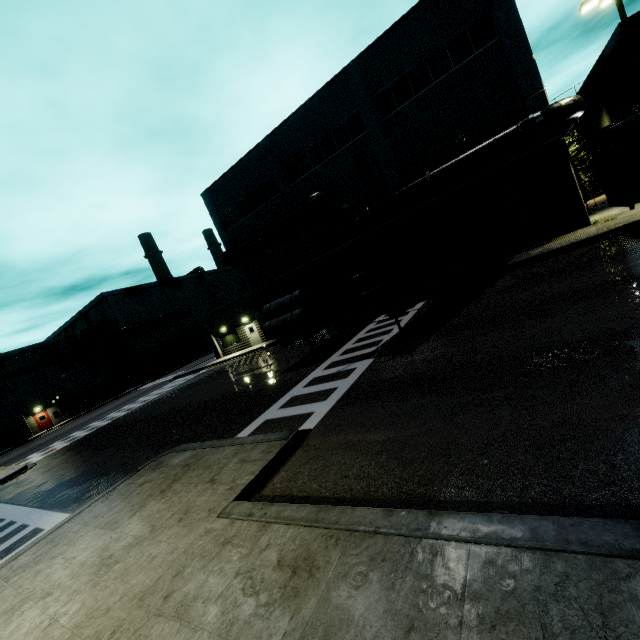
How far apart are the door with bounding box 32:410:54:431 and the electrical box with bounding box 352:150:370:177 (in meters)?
47.63

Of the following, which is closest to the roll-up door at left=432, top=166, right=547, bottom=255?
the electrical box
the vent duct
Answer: the vent duct

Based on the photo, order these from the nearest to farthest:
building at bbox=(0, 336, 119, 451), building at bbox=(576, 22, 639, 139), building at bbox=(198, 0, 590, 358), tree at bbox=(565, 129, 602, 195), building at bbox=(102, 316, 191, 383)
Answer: building at bbox=(198, 0, 590, 358), building at bbox=(576, 22, 639, 139), tree at bbox=(565, 129, 602, 195), building at bbox=(0, 336, 119, 451), building at bbox=(102, 316, 191, 383)

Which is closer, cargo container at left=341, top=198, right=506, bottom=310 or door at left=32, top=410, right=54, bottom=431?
cargo container at left=341, top=198, right=506, bottom=310

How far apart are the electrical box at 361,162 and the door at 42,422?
47.63m

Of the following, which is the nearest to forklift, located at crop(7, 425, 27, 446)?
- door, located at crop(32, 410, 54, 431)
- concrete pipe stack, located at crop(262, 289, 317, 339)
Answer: door, located at crop(32, 410, 54, 431)

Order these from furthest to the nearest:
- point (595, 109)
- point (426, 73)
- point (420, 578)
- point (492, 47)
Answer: point (595, 109) < point (426, 73) < point (492, 47) < point (420, 578)

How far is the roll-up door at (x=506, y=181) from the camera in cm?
1830
